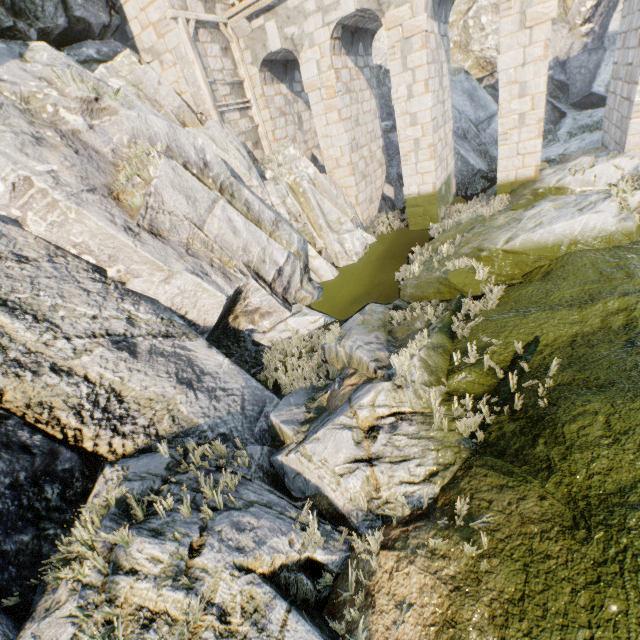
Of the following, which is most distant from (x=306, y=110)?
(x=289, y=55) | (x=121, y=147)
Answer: (x=121, y=147)

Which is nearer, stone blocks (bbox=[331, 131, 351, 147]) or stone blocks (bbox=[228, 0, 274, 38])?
stone blocks (bbox=[228, 0, 274, 38])

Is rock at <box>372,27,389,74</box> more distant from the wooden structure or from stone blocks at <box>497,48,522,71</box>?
stone blocks at <box>497,48,522,71</box>

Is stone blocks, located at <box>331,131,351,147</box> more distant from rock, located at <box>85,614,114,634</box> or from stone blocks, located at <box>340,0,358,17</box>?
stone blocks, located at <box>340,0,358,17</box>

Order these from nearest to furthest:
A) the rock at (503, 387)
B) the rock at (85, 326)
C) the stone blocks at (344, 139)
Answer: the rock at (85, 326) < the rock at (503, 387) < the stone blocks at (344, 139)

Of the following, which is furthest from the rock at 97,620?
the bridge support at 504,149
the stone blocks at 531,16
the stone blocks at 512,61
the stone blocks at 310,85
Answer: the stone blocks at 531,16

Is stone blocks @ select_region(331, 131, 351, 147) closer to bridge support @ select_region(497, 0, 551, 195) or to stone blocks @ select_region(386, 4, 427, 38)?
stone blocks @ select_region(386, 4, 427, 38)

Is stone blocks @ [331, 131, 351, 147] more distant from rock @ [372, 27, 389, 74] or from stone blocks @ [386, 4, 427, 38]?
stone blocks @ [386, 4, 427, 38]
